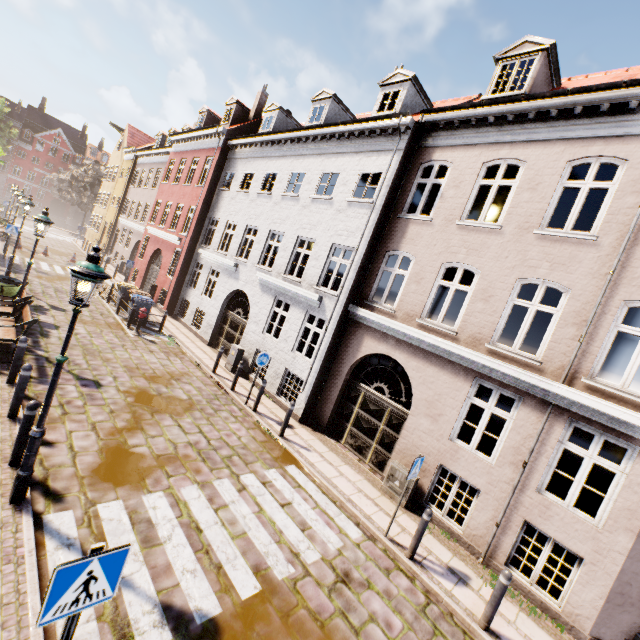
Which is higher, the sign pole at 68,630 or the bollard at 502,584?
the sign pole at 68,630

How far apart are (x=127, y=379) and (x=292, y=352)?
5.3m

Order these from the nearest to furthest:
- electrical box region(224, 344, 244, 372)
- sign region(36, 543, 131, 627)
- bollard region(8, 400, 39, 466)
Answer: sign region(36, 543, 131, 627), bollard region(8, 400, 39, 466), electrical box region(224, 344, 244, 372)

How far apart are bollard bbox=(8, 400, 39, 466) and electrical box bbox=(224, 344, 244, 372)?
8.12m

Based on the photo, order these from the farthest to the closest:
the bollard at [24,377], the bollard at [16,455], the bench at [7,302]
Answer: the bench at [7,302] < the bollard at [24,377] < the bollard at [16,455]

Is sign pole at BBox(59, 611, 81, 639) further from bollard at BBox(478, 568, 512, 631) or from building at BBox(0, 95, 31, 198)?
building at BBox(0, 95, 31, 198)

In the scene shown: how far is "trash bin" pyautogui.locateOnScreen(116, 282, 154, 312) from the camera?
14.9m

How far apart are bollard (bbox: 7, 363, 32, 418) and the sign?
5.37m
